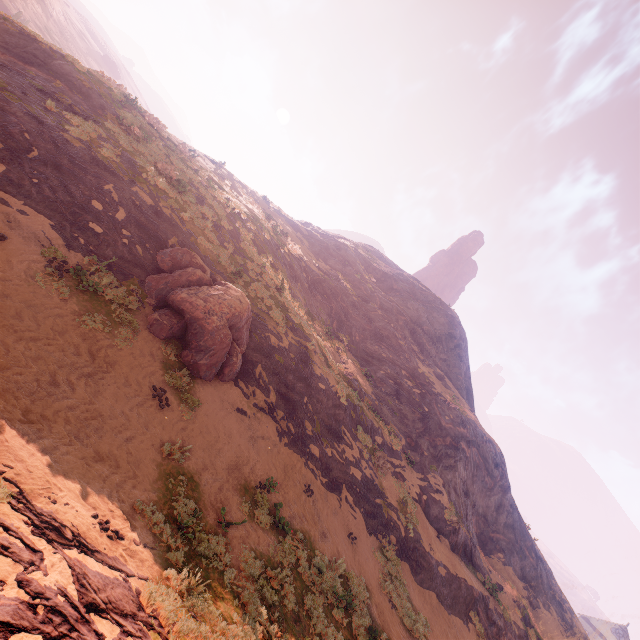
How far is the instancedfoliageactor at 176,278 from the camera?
11.30m

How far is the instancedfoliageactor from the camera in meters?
11.3 m

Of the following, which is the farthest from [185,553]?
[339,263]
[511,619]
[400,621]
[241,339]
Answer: [339,263]

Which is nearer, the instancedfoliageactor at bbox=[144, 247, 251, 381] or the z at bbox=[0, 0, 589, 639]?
the z at bbox=[0, 0, 589, 639]

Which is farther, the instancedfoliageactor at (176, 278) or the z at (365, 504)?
the instancedfoliageactor at (176, 278)
